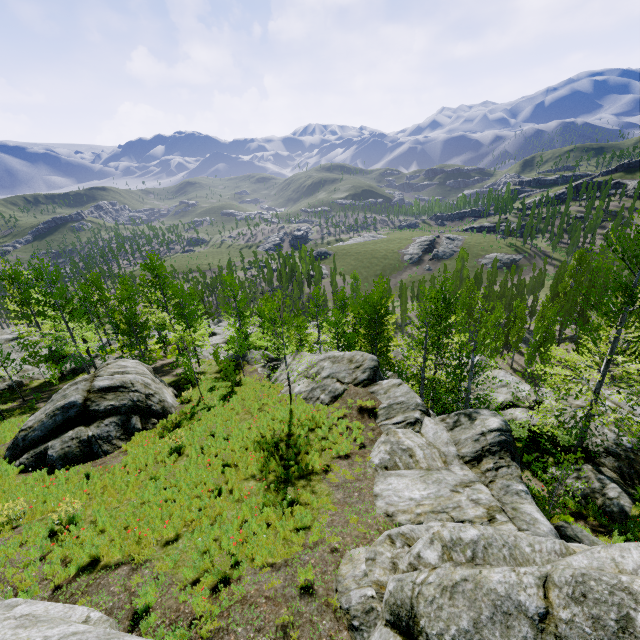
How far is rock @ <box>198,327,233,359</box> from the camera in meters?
32.5 m

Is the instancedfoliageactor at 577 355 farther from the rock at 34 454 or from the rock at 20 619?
the rock at 34 454

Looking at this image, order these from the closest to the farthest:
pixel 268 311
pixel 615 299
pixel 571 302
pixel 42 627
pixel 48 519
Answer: pixel 42 627
pixel 48 519
pixel 268 311
pixel 615 299
pixel 571 302

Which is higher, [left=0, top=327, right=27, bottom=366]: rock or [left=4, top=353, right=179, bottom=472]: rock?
[left=4, top=353, right=179, bottom=472]: rock

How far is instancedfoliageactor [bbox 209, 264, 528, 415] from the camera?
15.2m

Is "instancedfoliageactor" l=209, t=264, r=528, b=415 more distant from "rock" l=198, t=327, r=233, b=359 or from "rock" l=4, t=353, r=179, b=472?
"rock" l=4, t=353, r=179, b=472

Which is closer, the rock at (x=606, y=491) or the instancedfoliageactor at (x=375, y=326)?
the rock at (x=606, y=491)

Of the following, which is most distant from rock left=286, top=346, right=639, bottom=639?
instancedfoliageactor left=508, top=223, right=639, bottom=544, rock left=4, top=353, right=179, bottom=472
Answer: rock left=4, top=353, right=179, bottom=472
